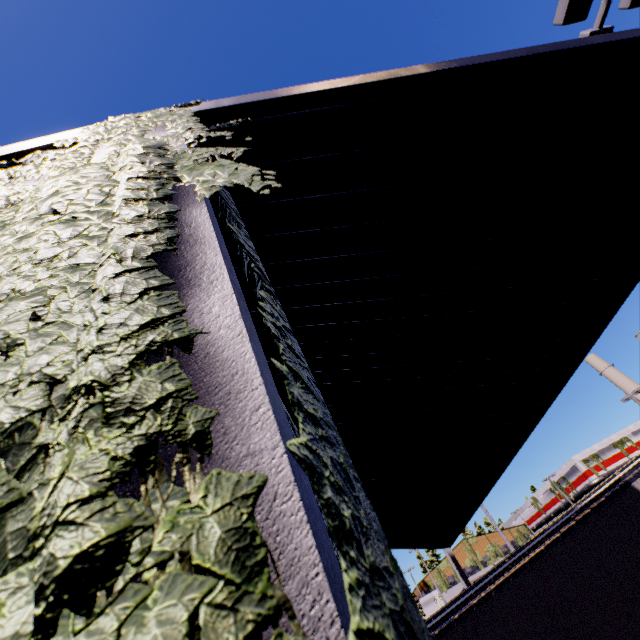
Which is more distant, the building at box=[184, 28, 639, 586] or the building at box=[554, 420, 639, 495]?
the building at box=[554, 420, 639, 495]

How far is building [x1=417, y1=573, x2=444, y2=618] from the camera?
41.34m

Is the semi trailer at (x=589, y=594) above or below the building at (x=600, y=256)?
below

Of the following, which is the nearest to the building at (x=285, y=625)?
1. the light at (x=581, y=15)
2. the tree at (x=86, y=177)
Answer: the tree at (x=86, y=177)

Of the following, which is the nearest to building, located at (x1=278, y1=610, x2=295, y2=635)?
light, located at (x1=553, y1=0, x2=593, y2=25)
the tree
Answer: the tree

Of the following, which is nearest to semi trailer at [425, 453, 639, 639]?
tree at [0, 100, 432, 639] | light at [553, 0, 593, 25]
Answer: tree at [0, 100, 432, 639]

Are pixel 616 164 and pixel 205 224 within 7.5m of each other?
yes
